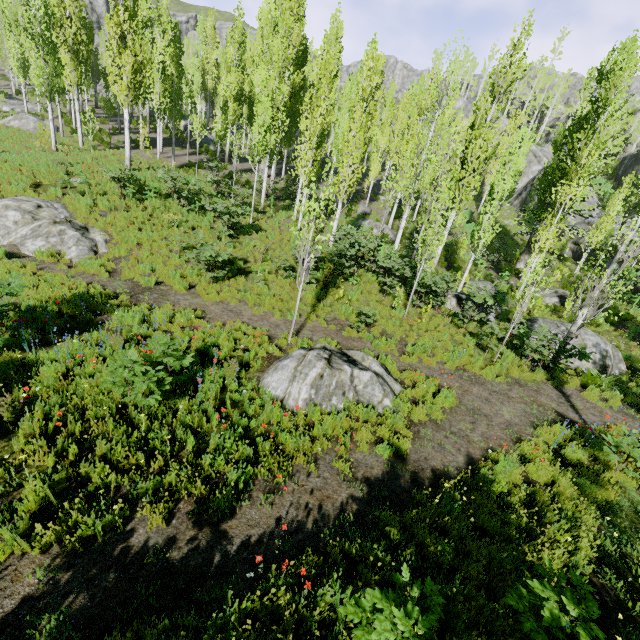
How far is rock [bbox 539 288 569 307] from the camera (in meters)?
18.61

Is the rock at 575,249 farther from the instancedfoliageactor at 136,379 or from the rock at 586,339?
the rock at 586,339

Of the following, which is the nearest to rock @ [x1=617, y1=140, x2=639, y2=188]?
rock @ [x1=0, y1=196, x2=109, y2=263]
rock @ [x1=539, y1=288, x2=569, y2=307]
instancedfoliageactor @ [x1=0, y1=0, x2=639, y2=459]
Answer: instancedfoliageactor @ [x1=0, y1=0, x2=639, y2=459]

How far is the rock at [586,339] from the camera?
12.5 meters

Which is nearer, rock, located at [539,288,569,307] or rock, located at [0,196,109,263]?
rock, located at [0,196,109,263]

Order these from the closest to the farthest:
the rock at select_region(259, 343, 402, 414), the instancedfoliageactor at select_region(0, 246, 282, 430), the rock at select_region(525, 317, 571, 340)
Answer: the instancedfoliageactor at select_region(0, 246, 282, 430) → the rock at select_region(259, 343, 402, 414) → the rock at select_region(525, 317, 571, 340)

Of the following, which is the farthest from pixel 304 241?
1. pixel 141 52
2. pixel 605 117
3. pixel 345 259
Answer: pixel 141 52

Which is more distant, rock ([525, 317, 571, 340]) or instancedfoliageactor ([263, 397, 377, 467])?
rock ([525, 317, 571, 340])
